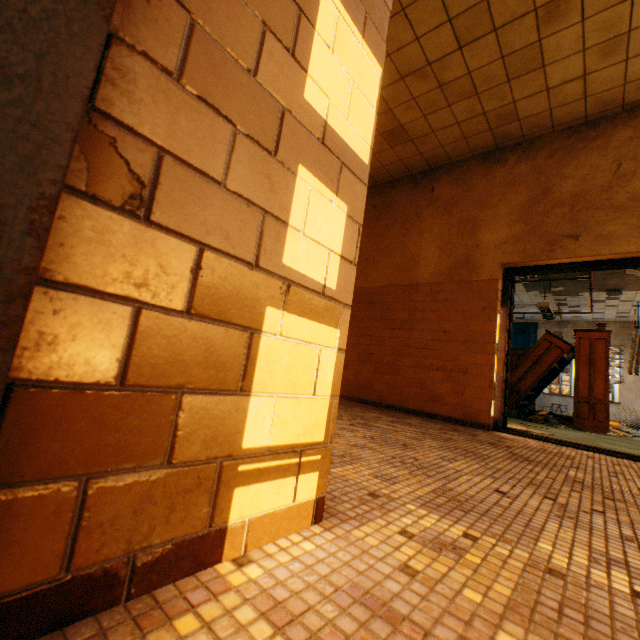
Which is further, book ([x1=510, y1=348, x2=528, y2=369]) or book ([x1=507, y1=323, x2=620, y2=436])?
book ([x1=510, y1=348, x2=528, y2=369])

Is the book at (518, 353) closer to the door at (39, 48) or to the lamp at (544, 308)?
the lamp at (544, 308)

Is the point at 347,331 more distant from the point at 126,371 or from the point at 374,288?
the point at 374,288

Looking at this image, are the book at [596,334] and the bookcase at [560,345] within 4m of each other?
yes

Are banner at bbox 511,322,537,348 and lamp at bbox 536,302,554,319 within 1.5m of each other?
no

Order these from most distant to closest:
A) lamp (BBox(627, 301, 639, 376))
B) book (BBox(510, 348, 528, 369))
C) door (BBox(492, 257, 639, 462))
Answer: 1. book (BBox(510, 348, 528, 369))
2. lamp (BBox(627, 301, 639, 376))
3. door (BBox(492, 257, 639, 462))

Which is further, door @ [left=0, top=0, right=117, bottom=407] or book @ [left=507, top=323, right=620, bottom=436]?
book @ [left=507, top=323, right=620, bottom=436]

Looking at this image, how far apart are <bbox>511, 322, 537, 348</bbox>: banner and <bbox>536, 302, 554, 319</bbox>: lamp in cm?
591
